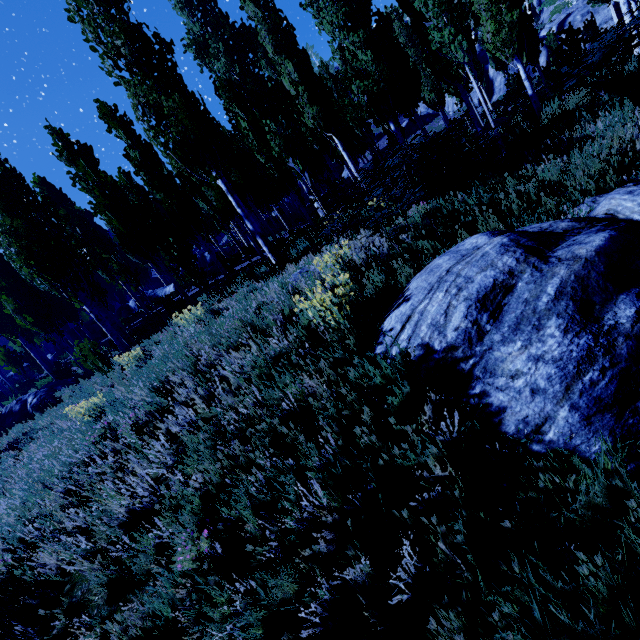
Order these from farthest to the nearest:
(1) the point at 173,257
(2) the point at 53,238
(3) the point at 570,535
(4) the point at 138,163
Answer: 1. (1) the point at 173,257
2. (4) the point at 138,163
3. (2) the point at 53,238
4. (3) the point at 570,535

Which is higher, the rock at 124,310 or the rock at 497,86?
the rock at 124,310

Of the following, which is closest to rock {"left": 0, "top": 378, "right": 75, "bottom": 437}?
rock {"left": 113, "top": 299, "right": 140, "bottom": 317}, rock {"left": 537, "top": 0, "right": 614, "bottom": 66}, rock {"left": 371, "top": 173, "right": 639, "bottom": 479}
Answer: rock {"left": 113, "top": 299, "right": 140, "bottom": 317}

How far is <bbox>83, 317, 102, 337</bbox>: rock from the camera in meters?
30.5

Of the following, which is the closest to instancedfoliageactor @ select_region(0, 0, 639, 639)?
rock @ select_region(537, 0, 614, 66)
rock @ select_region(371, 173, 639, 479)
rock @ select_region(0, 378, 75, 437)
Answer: rock @ select_region(537, 0, 614, 66)

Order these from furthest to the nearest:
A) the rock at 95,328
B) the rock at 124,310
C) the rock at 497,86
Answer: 1. the rock at 497,86
2. the rock at 95,328
3. the rock at 124,310

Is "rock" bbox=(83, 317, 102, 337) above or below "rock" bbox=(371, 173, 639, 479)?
above

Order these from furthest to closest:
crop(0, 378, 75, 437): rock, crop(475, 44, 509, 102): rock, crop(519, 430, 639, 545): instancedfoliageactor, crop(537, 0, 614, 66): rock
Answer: crop(475, 44, 509, 102): rock
crop(537, 0, 614, 66): rock
crop(0, 378, 75, 437): rock
crop(519, 430, 639, 545): instancedfoliageactor
